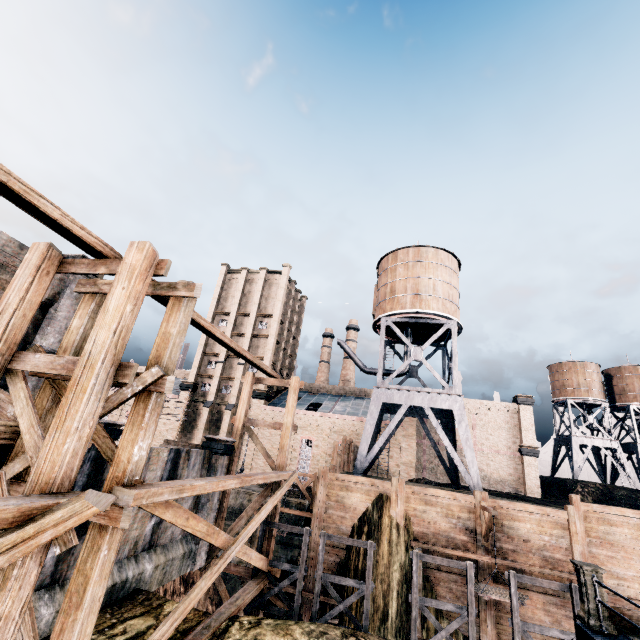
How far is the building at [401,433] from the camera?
35.3m

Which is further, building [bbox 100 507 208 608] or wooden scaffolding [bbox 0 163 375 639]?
building [bbox 100 507 208 608]

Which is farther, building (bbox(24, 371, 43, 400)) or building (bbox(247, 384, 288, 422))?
building (bbox(247, 384, 288, 422))

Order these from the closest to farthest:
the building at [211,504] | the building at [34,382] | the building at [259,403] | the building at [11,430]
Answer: the building at [11,430] → the building at [34,382] → the building at [211,504] → the building at [259,403]

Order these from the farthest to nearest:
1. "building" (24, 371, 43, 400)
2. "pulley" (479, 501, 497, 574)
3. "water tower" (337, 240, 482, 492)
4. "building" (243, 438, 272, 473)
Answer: "building" (243, 438, 272, 473) < "water tower" (337, 240, 482, 492) < "pulley" (479, 501, 497, 574) < "building" (24, 371, 43, 400)

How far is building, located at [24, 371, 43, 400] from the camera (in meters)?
13.03

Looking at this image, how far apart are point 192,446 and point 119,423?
4.4m

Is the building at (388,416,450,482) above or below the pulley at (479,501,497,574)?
above
